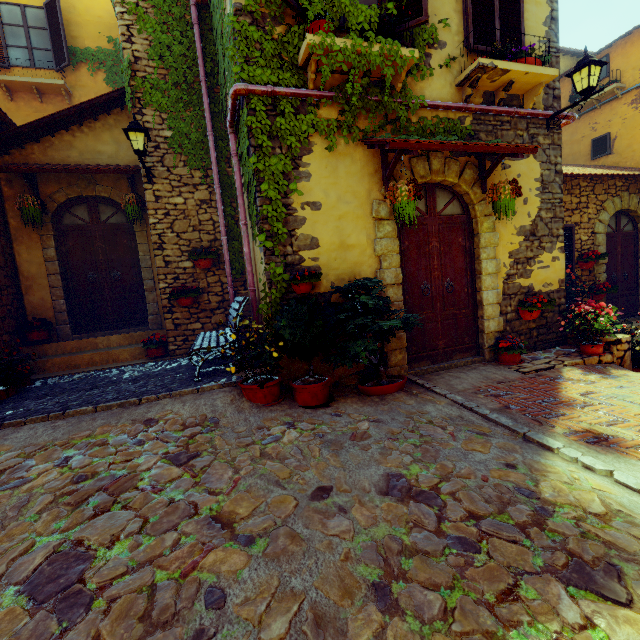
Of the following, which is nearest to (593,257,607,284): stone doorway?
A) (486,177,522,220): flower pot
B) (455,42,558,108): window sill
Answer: (455,42,558,108): window sill

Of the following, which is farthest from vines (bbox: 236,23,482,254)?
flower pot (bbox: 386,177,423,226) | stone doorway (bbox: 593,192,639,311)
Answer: stone doorway (bbox: 593,192,639,311)

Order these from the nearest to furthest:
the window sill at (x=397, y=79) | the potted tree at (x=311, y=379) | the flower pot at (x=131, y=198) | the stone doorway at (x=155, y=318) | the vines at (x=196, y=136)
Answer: the potted tree at (x=311, y=379) < the window sill at (x=397, y=79) < the vines at (x=196, y=136) < the flower pot at (x=131, y=198) < the stone doorway at (x=155, y=318)

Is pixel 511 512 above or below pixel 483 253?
below

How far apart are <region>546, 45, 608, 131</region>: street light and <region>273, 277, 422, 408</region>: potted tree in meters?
4.3 m

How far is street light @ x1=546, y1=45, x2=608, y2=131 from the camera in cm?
476

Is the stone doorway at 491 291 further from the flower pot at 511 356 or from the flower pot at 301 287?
the flower pot at 301 287

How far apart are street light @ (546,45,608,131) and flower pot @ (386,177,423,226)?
3.3m
